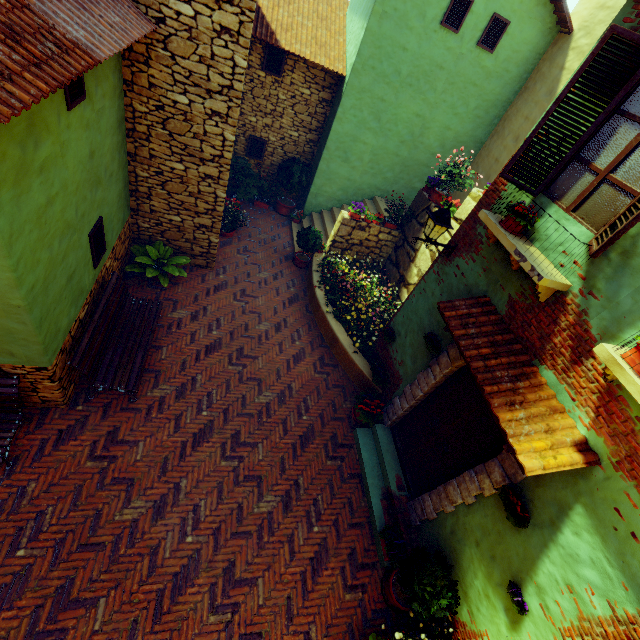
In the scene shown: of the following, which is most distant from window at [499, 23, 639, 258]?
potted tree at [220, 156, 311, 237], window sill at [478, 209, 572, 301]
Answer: potted tree at [220, 156, 311, 237]

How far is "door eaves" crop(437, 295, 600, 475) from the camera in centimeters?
333cm

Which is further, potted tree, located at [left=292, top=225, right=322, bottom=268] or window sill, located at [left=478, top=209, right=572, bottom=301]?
potted tree, located at [left=292, top=225, right=322, bottom=268]

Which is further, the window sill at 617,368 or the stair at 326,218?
the stair at 326,218

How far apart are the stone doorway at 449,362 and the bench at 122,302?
4.81m

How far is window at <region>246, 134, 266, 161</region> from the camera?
10.7m

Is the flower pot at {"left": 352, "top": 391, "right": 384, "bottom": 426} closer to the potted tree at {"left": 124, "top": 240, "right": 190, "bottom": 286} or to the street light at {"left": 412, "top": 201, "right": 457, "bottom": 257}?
the street light at {"left": 412, "top": 201, "right": 457, "bottom": 257}

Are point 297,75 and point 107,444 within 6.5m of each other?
no
